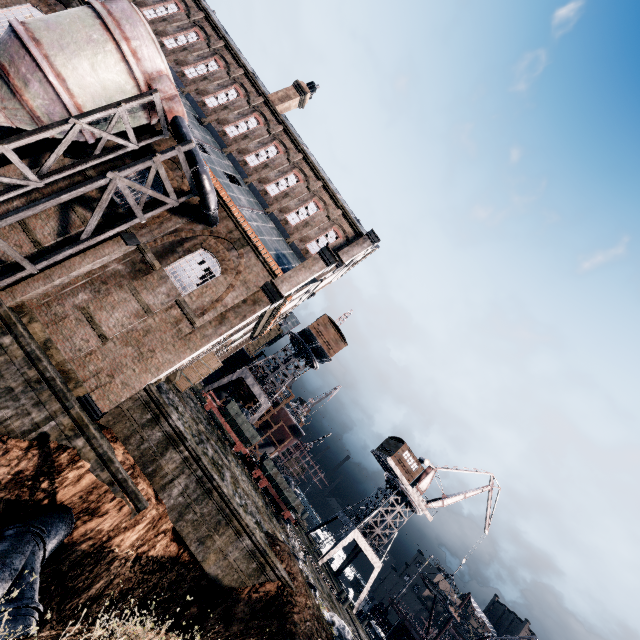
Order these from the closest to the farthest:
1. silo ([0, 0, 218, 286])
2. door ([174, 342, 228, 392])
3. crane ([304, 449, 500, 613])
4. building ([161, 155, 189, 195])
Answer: silo ([0, 0, 218, 286]) → building ([161, 155, 189, 195]) → door ([174, 342, 228, 392]) → crane ([304, 449, 500, 613])

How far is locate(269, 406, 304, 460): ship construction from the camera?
51.0 meters

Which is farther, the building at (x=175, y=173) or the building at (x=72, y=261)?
the building at (x=175, y=173)

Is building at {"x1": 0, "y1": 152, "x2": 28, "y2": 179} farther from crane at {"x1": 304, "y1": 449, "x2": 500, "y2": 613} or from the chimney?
crane at {"x1": 304, "y1": 449, "x2": 500, "y2": 613}

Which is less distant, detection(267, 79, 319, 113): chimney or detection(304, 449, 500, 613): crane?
detection(267, 79, 319, 113): chimney

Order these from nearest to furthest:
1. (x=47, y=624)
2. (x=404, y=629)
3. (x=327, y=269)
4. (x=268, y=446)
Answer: (x=47, y=624) < (x=327, y=269) < (x=404, y=629) < (x=268, y=446)

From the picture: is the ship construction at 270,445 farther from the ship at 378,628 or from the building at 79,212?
the ship at 378,628

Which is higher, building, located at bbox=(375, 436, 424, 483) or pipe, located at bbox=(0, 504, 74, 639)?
building, located at bbox=(375, 436, 424, 483)
